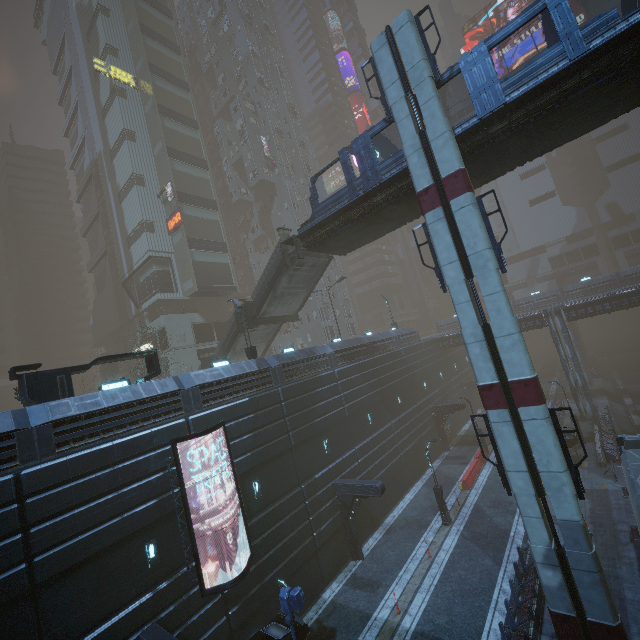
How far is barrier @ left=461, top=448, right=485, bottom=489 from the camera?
25.6 meters

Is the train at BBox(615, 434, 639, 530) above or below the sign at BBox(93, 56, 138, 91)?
below

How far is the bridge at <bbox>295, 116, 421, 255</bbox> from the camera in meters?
16.9 m

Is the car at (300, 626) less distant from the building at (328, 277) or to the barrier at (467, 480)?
the building at (328, 277)

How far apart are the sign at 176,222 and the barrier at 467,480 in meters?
38.0

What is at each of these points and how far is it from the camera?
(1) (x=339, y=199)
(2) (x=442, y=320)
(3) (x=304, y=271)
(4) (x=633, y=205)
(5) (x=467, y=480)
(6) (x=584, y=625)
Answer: (1) bridge, 18.92m
(2) building, 55.50m
(3) stairs, 24.61m
(4) building, 57.62m
(5) barrier, 25.83m
(6) sm, 11.84m

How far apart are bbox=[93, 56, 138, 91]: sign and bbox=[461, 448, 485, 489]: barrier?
57.3 meters

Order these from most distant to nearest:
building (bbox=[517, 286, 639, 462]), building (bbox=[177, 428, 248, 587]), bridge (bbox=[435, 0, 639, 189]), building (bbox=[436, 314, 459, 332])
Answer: building (bbox=[436, 314, 459, 332]), building (bbox=[517, 286, 639, 462]), building (bbox=[177, 428, 248, 587]), bridge (bbox=[435, 0, 639, 189])
